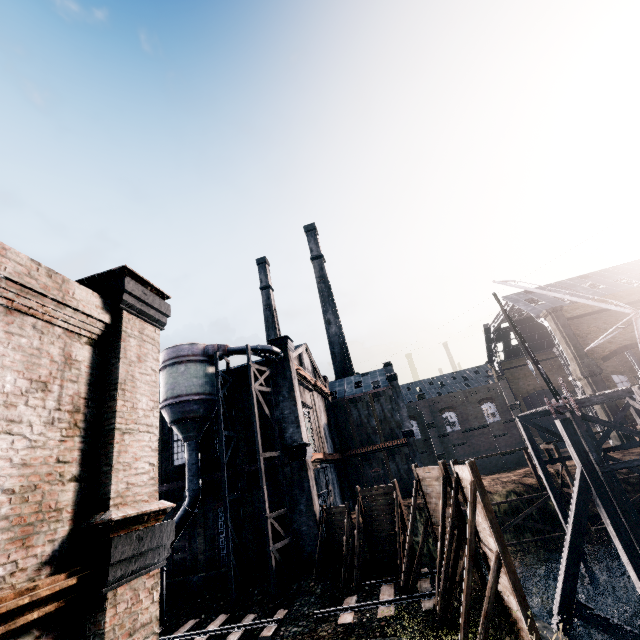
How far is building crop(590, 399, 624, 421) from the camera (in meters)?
37.50

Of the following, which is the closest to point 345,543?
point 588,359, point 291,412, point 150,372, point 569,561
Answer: point 291,412

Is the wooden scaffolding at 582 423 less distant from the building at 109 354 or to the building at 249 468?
the building at 249 468

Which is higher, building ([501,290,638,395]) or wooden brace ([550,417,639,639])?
building ([501,290,638,395])

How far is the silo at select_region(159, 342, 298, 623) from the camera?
19.4 meters

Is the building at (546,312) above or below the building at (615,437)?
above

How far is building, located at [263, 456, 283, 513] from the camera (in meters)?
22.64

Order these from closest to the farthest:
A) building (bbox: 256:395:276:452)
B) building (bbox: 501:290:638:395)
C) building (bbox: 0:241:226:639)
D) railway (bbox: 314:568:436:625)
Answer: building (bbox: 0:241:226:639) → railway (bbox: 314:568:436:625) → building (bbox: 256:395:276:452) → building (bbox: 501:290:638:395)
